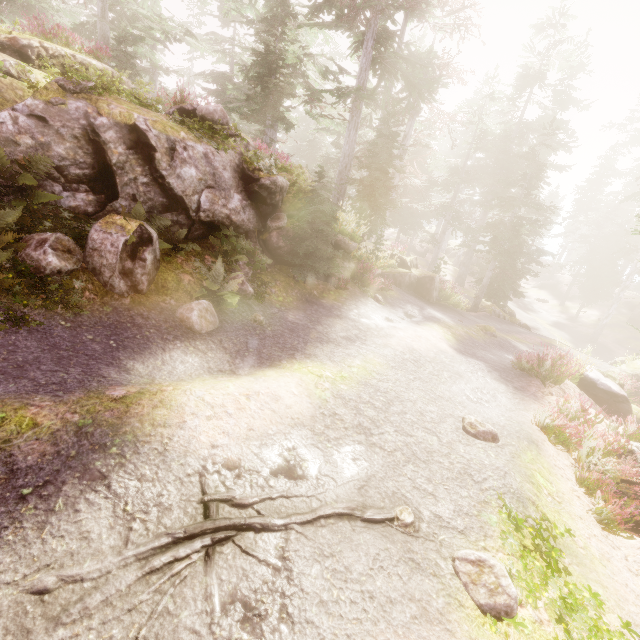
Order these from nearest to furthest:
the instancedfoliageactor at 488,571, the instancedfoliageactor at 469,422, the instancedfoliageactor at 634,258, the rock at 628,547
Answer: the instancedfoliageactor at 488,571 < the rock at 628,547 < the instancedfoliageactor at 469,422 < the instancedfoliageactor at 634,258

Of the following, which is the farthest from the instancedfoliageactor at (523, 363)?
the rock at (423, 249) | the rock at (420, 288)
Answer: the rock at (423, 249)

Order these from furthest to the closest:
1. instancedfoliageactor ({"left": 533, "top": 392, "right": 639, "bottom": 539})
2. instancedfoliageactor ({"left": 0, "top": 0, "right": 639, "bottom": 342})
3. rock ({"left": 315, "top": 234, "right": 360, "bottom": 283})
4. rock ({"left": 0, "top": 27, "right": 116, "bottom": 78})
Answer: rock ({"left": 315, "top": 234, "right": 360, "bottom": 283}) < instancedfoliageactor ({"left": 0, "top": 0, "right": 639, "bottom": 342}) < rock ({"left": 0, "top": 27, "right": 116, "bottom": 78}) < instancedfoliageactor ({"left": 533, "top": 392, "right": 639, "bottom": 539})

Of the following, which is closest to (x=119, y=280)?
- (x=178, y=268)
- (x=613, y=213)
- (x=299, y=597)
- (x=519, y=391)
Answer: (x=178, y=268)

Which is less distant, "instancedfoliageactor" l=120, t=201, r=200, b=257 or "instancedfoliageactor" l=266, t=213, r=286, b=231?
"instancedfoliageactor" l=120, t=201, r=200, b=257

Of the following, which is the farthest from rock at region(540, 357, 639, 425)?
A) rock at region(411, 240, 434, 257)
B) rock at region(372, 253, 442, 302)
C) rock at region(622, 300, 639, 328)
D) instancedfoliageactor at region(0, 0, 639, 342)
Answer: rock at region(411, 240, 434, 257)

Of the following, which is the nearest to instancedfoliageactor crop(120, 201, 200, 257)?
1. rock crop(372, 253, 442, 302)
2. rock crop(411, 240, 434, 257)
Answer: rock crop(372, 253, 442, 302)

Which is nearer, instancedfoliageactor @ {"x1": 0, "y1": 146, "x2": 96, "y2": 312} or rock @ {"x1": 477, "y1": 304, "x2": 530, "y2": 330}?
instancedfoliageactor @ {"x1": 0, "y1": 146, "x2": 96, "y2": 312}
